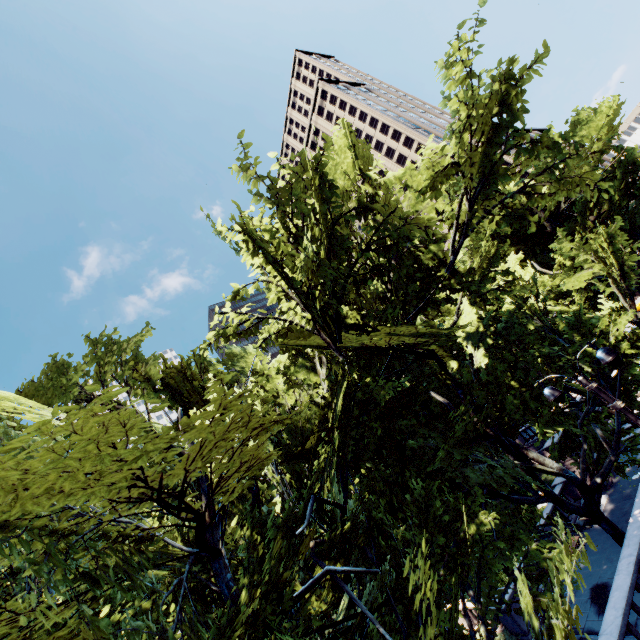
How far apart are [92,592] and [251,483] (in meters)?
3.20

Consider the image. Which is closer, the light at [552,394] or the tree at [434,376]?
the tree at [434,376]

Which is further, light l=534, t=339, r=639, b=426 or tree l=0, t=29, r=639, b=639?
light l=534, t=339, r=639, b=426
